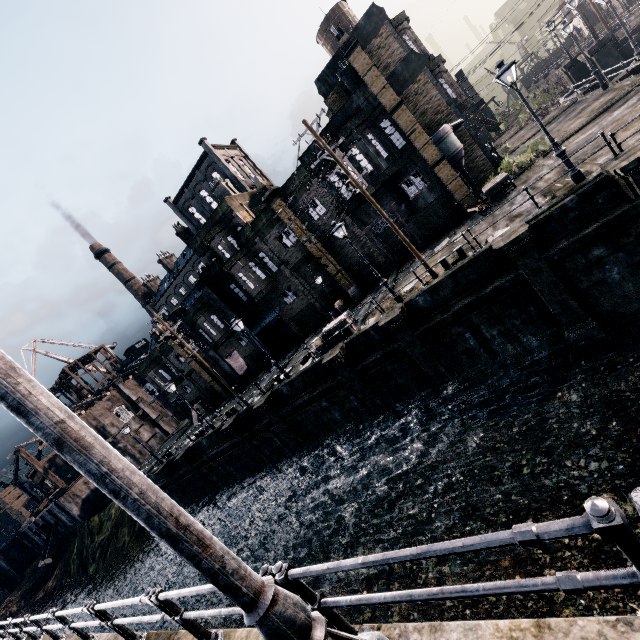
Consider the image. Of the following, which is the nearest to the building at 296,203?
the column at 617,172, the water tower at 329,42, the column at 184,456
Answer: the water tower at 329,42

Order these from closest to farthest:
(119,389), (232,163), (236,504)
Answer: (236,504), (119,389), (232,163)

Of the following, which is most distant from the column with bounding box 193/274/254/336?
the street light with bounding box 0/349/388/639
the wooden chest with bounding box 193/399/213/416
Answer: the street light with bounding box 0/349/388/639

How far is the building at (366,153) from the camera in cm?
2247

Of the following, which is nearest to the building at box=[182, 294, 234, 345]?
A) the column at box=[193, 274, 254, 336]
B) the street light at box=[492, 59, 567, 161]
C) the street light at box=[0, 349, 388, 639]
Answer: the column at box=[193, 274, 254, 336]

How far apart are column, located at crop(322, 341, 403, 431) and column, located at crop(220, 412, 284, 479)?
10.53m

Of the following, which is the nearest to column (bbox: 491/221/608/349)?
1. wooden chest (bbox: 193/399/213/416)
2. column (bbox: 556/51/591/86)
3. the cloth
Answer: the cloth

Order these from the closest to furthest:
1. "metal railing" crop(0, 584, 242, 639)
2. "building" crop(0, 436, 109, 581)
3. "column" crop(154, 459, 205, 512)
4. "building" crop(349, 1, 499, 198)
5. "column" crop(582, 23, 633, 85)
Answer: "metal railing" crop(0, 584, 242, 639) → "building" crop(349, 1, 499, 198) → "column" crop(582, 23, 633, 85) → "column" crop(154, 459, 205, 512) → "building" crop(0, 436, 109, 581)
